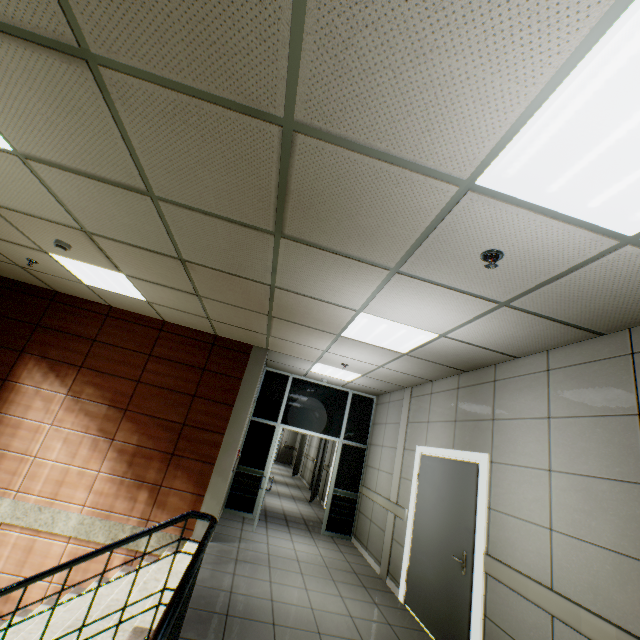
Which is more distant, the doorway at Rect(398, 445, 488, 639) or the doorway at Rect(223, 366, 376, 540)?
the doorway at Rect(223, 366, 376, 540)

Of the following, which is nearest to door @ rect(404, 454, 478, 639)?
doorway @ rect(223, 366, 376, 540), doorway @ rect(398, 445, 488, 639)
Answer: doorway @ rect(398, 445, 488, 639)

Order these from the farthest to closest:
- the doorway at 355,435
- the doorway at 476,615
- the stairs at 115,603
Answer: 1. the doorway at 355,435
2. the doorway at 476,615
3. the stairs at 115,603

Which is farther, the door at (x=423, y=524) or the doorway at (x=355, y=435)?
the doorway at (x=355, y=435)

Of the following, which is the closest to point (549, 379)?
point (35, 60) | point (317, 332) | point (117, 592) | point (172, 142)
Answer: point (317, 332)

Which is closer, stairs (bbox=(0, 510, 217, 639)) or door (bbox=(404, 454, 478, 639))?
stairs (bbox=(0, 510, 217, 639))

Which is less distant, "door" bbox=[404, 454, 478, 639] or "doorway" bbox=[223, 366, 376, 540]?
"door" bbox=[404, 454, 478, 639]

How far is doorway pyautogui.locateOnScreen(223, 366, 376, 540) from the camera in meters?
7.2
